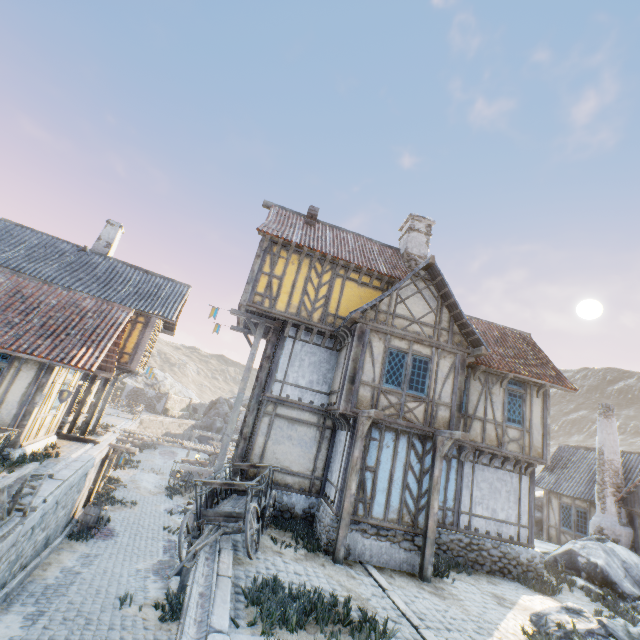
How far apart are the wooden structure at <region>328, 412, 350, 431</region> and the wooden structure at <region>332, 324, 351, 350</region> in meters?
2.5 m

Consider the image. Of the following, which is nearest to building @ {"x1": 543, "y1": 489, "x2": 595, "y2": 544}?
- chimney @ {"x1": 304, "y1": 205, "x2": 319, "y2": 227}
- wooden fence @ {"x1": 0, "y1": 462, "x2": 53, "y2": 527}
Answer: chimney @ {"x1": 304, "y1": 205, "x2": 319, "y2": 227}

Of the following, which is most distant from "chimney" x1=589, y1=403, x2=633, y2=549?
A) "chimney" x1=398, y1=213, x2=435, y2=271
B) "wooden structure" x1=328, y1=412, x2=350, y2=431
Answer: "wooden structure" x1=328, y1=412, x2=350, y2=431

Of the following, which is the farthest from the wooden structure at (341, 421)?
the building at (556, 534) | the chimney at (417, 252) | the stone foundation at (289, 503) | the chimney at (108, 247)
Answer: the chimney at (108, 247)

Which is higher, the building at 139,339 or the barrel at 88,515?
the building at 139,339

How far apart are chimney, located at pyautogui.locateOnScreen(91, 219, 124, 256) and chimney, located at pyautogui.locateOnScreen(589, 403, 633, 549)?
29.6m

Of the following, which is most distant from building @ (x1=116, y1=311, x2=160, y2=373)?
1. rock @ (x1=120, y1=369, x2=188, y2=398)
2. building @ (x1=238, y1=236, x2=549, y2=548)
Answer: rock @ (x1=120, y1=369, x2=188, y2=398)

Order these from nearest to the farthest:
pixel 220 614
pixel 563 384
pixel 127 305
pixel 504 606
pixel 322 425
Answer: pixel 220 614
pixel 504 606
pixel 322 425
pixel 563 384
pixel 127 305
